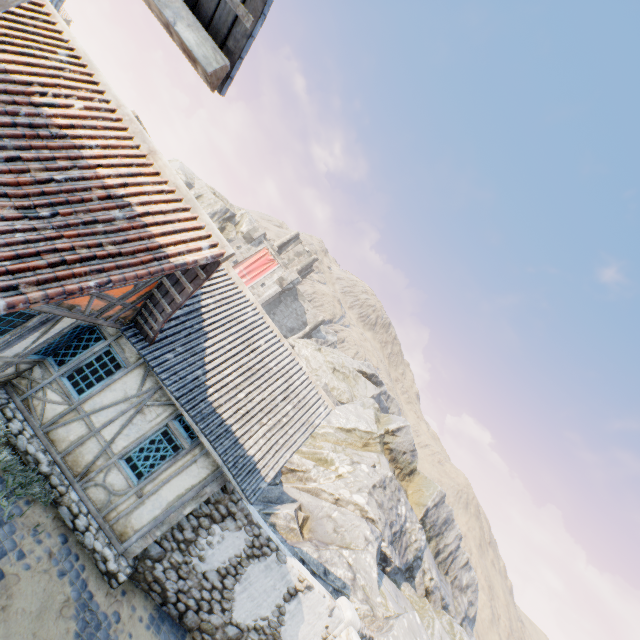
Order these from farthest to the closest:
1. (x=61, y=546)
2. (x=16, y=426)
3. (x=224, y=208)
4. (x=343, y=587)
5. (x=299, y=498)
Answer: (x=224, y=208) → (x=299, y=498) → (x=343, y=587) → (x=16, y=426) → (x=61, y=546)

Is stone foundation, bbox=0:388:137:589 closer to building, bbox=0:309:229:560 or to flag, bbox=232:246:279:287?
building, bbox=0:309:229:560

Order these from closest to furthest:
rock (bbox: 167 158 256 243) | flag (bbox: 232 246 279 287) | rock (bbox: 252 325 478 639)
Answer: rock (bbox: 252 325 478 639), flag (bbox: 232 246 279 287), rock (bbox: 167 158 256 243)

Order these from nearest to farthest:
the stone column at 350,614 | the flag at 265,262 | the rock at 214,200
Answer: the stone column at 350,614 < the flag at 265,262 < the rock at 214,200

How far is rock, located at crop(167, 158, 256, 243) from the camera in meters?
44.3

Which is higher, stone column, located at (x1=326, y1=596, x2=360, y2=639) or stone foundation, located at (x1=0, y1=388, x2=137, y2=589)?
stone column, located at (x1=326, y1=596, x2=360, y2=639)

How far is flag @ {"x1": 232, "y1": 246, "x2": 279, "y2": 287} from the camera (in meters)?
42.01

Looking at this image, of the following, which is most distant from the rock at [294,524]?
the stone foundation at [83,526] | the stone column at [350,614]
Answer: the stone foundation at [83,526]
